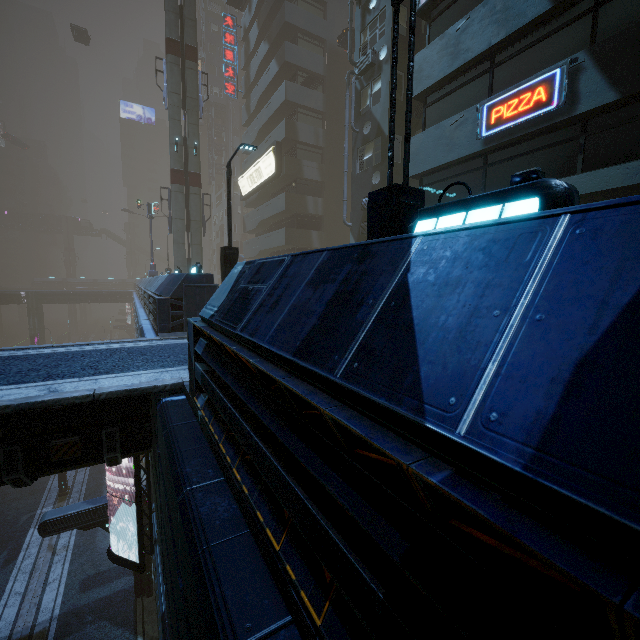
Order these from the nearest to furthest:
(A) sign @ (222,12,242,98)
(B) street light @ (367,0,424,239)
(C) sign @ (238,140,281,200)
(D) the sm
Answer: (B) street light @ (367,0,424,239) < (D) the sm < (C) sign @ (238,140,281,200) < (A) sign @ (222,12,242,98)

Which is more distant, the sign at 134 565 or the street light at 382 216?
the sign at 134 565

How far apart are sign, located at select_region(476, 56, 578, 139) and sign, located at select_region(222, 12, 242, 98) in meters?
35.8

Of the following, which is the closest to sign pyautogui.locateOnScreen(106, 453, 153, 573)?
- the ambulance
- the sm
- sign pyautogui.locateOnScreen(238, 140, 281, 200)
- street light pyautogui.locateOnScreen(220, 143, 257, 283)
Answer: street light pyautogui.locateOnScreen(220, 143, 257, 283)

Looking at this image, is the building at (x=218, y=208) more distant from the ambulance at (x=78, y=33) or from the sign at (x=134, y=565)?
the ambulance at (x=78, y=33)

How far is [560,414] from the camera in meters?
0.8

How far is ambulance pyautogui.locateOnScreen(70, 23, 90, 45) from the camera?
43.4 meters

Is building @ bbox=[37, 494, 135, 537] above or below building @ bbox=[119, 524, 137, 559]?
above
